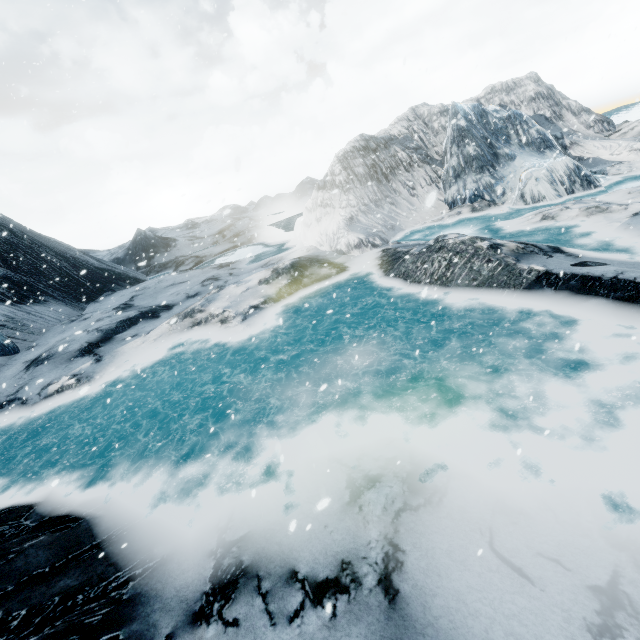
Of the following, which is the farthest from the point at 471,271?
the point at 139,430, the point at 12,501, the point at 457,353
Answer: the point at 12,501
